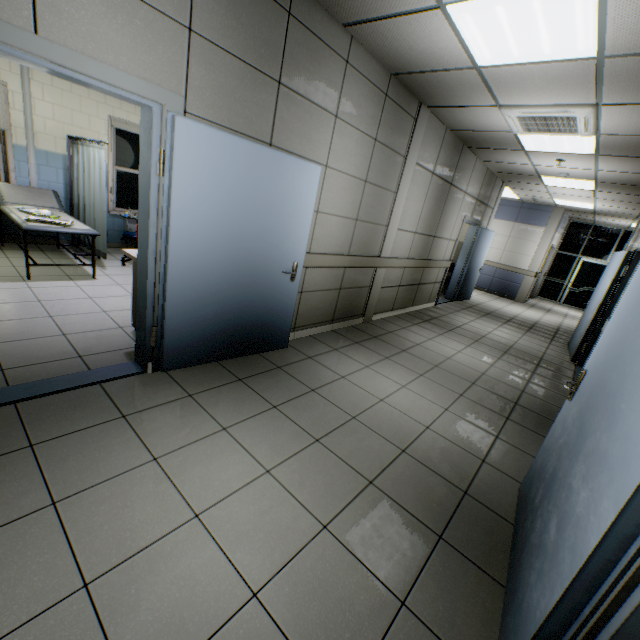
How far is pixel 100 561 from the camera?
1.4m

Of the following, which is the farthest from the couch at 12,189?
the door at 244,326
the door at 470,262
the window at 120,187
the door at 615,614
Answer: the door at 470,262

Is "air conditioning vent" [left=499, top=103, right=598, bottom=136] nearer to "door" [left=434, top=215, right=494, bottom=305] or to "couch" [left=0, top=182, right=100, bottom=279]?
"door" [left=434, top=215, right=494, bottom=305]

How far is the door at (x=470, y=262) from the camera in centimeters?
791cm

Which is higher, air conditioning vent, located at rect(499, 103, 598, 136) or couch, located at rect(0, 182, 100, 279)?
air conditioning vent, located at rect(499, 103, 598, 136)

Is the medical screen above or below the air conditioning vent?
below

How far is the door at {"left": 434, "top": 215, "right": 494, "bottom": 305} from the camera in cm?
791

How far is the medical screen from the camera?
4.79m
